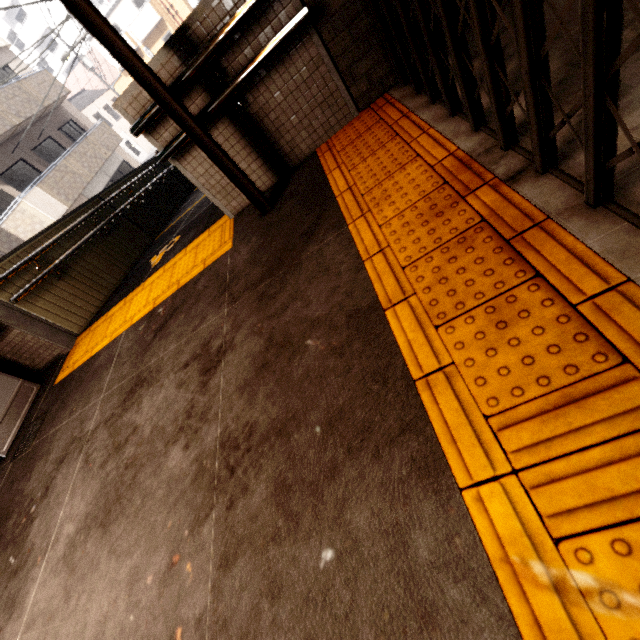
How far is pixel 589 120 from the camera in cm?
92

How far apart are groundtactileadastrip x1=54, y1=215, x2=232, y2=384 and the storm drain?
0.4m

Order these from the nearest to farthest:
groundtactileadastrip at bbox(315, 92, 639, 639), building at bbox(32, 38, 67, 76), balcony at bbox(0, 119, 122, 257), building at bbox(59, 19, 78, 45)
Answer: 1. groundtactileadastrip at bbox(315, 92, 639, 639)
2. balcony at bbox(0, 119, 122, 257)
3. building at bbox(59, 19, 78, 45)
4. building at bbox(32, 38, 67, 76)

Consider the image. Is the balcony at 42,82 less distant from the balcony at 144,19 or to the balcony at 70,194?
the balcony at 70,194

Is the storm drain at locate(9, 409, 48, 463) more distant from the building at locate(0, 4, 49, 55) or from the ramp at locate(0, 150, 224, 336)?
the building at locate(0, 4, 49, 55)

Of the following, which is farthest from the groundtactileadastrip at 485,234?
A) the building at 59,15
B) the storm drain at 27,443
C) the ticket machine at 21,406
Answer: the building at 59,15

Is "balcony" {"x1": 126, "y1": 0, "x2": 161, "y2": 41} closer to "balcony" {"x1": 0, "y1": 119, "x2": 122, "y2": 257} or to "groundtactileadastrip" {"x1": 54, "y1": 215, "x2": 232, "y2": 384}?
"balcony" {"x1": 0, "y1": 119, "x2": 122, "y2": 257}

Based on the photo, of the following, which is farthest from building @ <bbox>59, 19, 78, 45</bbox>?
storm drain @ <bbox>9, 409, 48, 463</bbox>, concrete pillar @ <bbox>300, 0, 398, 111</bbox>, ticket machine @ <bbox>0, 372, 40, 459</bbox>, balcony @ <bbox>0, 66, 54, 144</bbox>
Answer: storm drain @ <bbox>9, 409, 48, 463</bbox>
